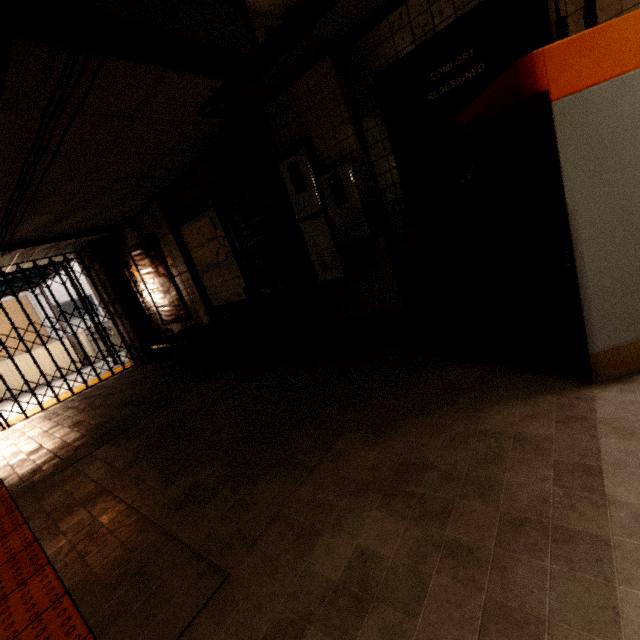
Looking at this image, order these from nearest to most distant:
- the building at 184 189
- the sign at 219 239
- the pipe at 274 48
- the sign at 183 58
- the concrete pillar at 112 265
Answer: the sign at 183 58
the pipe at 274 48
the building at 184 189
the sign at 219 239
the concrete pillar at 112 265

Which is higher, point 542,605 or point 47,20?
point 47,20

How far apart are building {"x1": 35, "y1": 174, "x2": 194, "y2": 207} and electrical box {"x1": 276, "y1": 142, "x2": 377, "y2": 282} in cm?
214

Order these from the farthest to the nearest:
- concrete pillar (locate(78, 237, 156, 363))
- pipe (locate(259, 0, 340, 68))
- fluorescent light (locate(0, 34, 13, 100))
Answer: concrete pillar (locate(78, 237, 156, 363)) → pipe (locate(259, 0, 340, 68)) → fluorescent light (locate(0, 34, 13, 100))

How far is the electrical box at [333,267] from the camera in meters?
3.2 m

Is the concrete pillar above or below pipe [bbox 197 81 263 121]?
below

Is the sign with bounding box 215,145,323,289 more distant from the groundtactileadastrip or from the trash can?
the groundtactileadastrip

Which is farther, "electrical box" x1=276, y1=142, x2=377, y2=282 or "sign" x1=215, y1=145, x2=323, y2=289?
"sign" x1=215, y1=145, x2=323, y2=289
